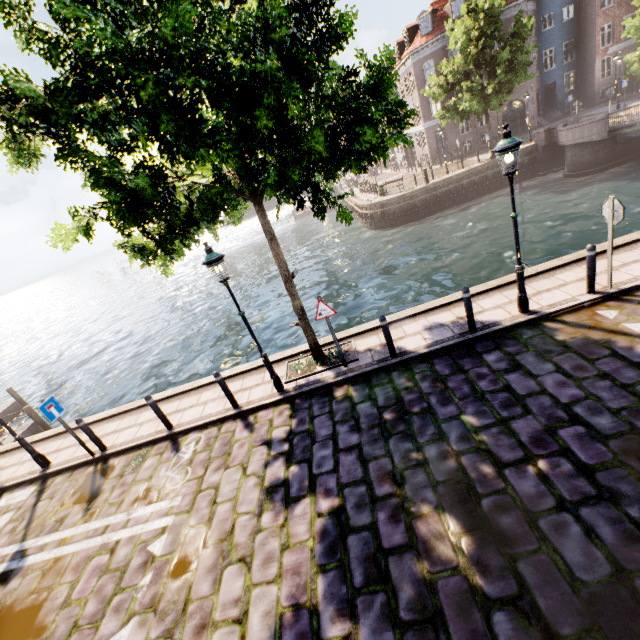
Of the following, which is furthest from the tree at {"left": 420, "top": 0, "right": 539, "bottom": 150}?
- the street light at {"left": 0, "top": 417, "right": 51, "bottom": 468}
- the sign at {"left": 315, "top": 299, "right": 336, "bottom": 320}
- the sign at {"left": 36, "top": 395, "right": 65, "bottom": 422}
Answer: the sign at {"left": 36, "top": 395, "right": 65, "bottom": 422}

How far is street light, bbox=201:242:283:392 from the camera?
6.4m

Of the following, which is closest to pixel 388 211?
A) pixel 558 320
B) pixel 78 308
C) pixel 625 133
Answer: pixel 625 133

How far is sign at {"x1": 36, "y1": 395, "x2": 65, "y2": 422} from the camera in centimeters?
748cm

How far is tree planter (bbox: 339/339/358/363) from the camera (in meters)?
7.97

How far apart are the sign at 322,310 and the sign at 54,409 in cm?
666

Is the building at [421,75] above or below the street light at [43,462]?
above

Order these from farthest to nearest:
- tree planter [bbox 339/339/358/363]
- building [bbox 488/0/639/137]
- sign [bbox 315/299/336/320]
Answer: building [bbox 488/0/639/137] < tree planter [bbox 339/339/358/363] < sign [bbox 315/299/336/320]
